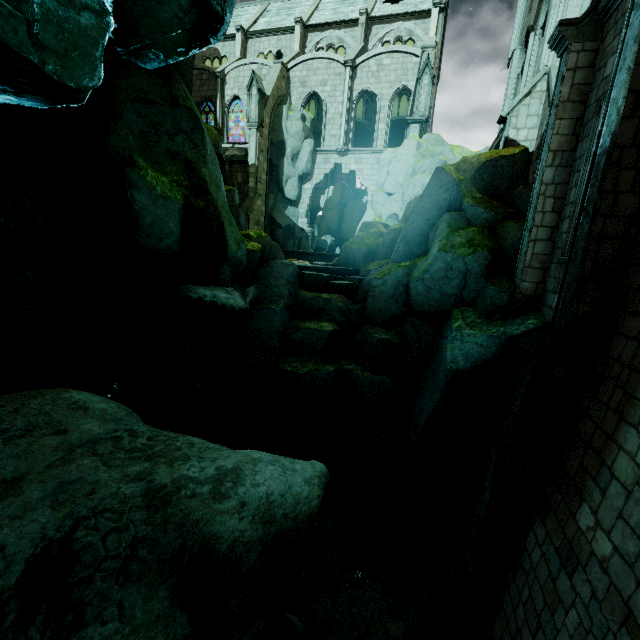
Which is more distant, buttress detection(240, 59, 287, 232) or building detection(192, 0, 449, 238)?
building detection(192, 0, 449, 238)

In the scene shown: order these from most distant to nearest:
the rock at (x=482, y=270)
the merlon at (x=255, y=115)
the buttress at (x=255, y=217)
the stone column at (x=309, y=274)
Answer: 1. the buttress at (x=255, y=217)
2. the merlon at (x=255, y=115)
3. the stone column at (x=309, y=274)
4. the rock at (x=482, y=270)

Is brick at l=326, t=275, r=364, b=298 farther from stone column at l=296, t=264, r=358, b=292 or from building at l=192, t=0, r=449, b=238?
building at l=192, t=0, r=449, b=238

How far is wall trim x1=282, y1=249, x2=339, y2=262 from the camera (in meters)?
21.30

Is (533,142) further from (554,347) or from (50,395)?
(50,395)

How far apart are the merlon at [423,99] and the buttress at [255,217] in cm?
1104

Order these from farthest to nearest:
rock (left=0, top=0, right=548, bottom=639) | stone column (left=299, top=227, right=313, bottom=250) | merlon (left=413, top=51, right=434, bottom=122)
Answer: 1. stone column (left=299, top=227, right=313, bottom=250)
2. merlon (left=413, top=51, right=434, bottom=122)
3. rock (left=0, top=0, right=548, bottom=639)

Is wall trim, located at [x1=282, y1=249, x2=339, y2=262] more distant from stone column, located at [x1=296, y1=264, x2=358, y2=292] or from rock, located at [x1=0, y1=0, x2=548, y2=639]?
stone column, located at [x1=296, y1=264, x2=358, y2=292]
